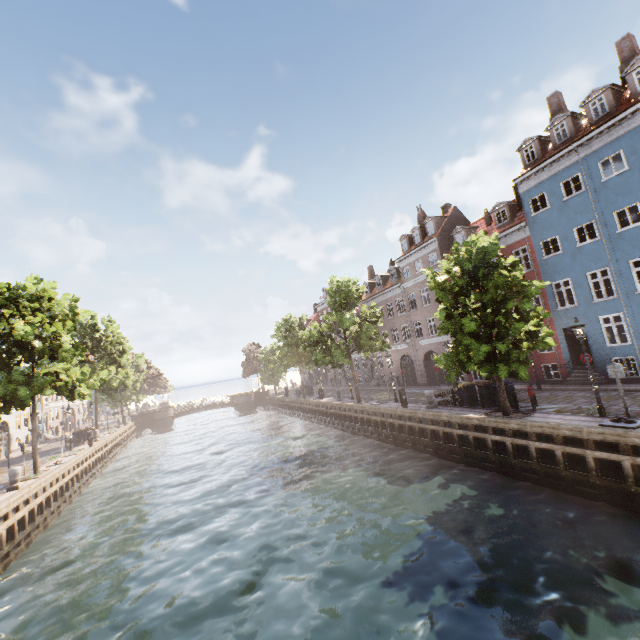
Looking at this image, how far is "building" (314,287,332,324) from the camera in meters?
52.5 m

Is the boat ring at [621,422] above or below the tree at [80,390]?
below

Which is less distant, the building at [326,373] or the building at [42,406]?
the building at [42,406]

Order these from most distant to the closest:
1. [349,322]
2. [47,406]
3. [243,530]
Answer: [47,406] < [349,322] < [243,530]

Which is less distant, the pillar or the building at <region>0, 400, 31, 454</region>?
the pillar

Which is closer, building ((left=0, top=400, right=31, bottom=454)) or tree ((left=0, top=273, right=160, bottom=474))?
tree ((left=0, top=273, right=160, bottom=474))

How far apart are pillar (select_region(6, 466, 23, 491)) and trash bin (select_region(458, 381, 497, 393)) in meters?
24.6 m

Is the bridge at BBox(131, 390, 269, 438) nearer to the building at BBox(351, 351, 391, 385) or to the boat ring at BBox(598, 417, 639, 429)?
the building at BBox(351, 351, 391, 385)
